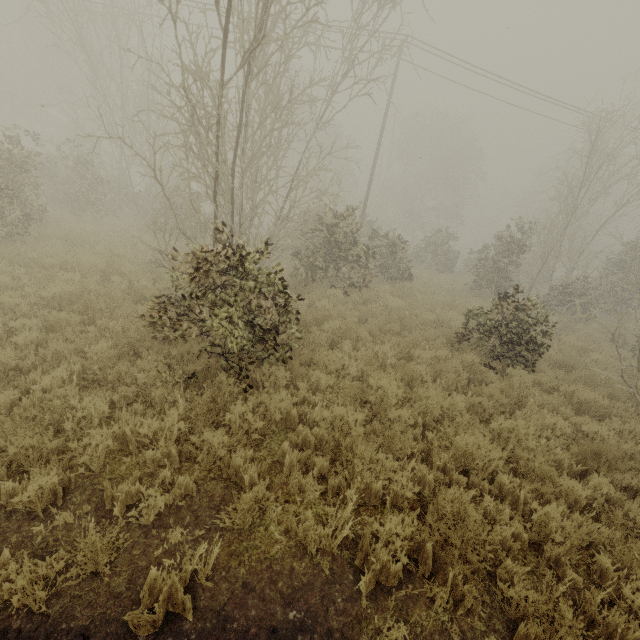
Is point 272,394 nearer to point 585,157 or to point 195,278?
point 195,278
